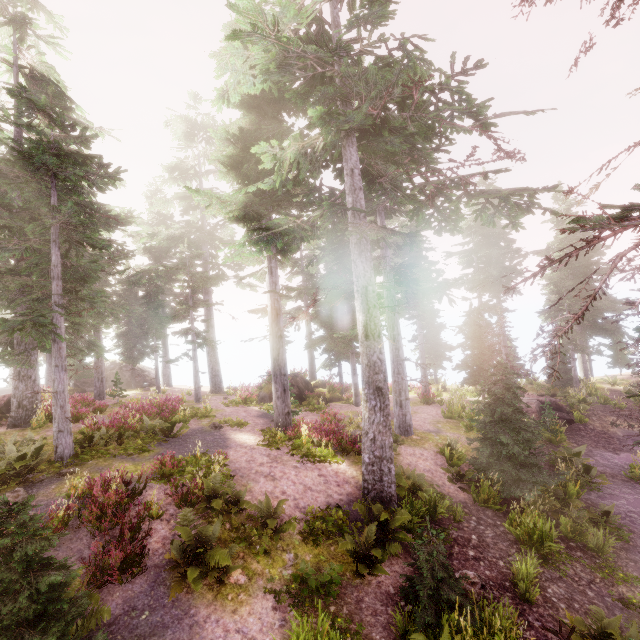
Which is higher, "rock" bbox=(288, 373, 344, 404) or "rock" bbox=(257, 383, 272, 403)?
"rock" bbox=(288, 373, 344, 404)

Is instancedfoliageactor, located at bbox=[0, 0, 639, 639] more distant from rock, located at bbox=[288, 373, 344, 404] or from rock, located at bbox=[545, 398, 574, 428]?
rock, located at bbox=[545, 398, 574, 428]

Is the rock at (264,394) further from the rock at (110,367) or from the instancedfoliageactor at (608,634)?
the rock at (110,367)

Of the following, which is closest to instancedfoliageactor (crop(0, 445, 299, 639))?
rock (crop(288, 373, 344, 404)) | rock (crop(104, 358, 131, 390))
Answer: rock (crop(104, 358, 131, 390))

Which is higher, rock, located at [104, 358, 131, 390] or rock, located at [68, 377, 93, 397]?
rock, located at [104, 358, 131, 390]

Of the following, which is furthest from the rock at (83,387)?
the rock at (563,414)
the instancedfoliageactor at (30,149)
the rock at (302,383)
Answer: the rock at (563,414)

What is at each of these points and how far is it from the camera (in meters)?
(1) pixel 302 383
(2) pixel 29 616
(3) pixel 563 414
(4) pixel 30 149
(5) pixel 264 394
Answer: (1) rock, 25.73
(2) instancedfoliageactor, 4.24
(3) rock, 21.50
(4) instancedfoliageactor, 10.88
(5) rock, 24.02

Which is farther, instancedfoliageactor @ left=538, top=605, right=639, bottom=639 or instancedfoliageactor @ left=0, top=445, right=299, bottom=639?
instancedfoliageactor @ left=0, top=445, right=299, bottom=639
